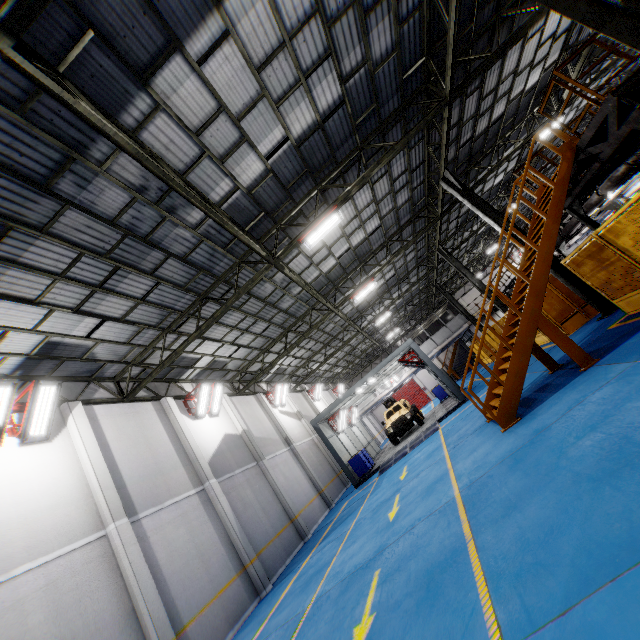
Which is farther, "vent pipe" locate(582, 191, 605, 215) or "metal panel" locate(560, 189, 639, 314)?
"vent pipe" locate(582, 191, 605, 215)

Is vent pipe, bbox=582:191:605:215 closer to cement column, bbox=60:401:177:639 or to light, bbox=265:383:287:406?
light, bbox=265:383:287:406

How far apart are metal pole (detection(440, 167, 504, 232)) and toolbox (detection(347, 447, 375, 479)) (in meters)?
12.92

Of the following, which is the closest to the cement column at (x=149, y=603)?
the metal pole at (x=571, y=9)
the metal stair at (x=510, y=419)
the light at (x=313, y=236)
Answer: the light at (x=313, y=236)

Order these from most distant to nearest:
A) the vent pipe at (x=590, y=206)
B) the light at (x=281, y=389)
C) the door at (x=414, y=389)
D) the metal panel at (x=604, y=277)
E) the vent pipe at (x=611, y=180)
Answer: the door at (x=414, y=389)
the light at (x=281, y=389)
the vent pipe at (x=590, y=206)
the vent pipe at (x=611, y=180)
the metal panel at (x=604, y=277)

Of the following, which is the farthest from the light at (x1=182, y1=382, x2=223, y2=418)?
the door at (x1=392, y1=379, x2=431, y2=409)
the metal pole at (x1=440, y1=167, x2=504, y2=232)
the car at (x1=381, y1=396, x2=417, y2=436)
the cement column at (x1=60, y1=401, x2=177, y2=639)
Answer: the door at (x1=392, y1=379, x2=431, y2=409)

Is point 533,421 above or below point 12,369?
below

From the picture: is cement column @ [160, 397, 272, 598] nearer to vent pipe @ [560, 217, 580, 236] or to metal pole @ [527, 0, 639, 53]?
metal pole @ [527, 0, 639, 53]
